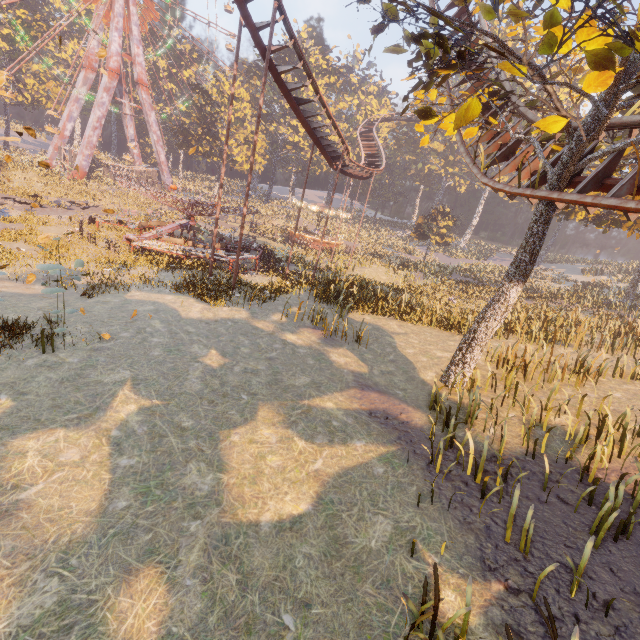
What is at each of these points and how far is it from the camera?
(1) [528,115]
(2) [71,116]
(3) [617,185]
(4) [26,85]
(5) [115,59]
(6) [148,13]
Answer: (1) roller coaster, 10.7m
(2) metal support, 47.8m
(3) roller coaster, 7.3m
(4) instancedfoliageactor, 45.4m
(5) metal support, 44.7m
(6) ferris wheel, 49.5m

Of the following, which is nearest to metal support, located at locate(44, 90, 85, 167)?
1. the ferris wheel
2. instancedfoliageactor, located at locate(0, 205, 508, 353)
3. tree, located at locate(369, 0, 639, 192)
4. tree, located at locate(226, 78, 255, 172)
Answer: the ferris wheel

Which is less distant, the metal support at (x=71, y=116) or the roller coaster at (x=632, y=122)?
the roller coaster at (x=632, y=122)

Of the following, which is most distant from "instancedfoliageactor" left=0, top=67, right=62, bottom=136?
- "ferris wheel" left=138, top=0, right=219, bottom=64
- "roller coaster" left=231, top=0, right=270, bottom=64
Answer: "roller coaster" left=231, top=0, right=270, bottom=64

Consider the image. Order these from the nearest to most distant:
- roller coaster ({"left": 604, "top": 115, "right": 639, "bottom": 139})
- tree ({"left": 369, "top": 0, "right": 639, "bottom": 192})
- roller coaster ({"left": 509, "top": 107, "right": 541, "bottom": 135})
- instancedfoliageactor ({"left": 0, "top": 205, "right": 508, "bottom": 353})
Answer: tree ({"left": 369, "top": 0, "right": 639, "bottom": 192})
roller coaster ({"left": 604, "top": 115, "right": 639, "bottom": 139})
roller coaster ({"left": 509, "top": 107, "right": 541, "bottom": 135})
instancedfoliageactor ({"left": 0, "top": 205, "right": 508, "bottom": 353})

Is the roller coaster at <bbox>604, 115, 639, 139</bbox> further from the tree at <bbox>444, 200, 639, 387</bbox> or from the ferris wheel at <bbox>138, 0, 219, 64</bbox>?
the ferris wheel at <bbox>138, 0, 219, 64</bbox>

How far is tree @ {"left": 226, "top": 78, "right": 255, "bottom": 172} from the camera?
47.91m

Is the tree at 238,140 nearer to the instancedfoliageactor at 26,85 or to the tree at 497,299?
the instancedfoliageactor at 26,85
